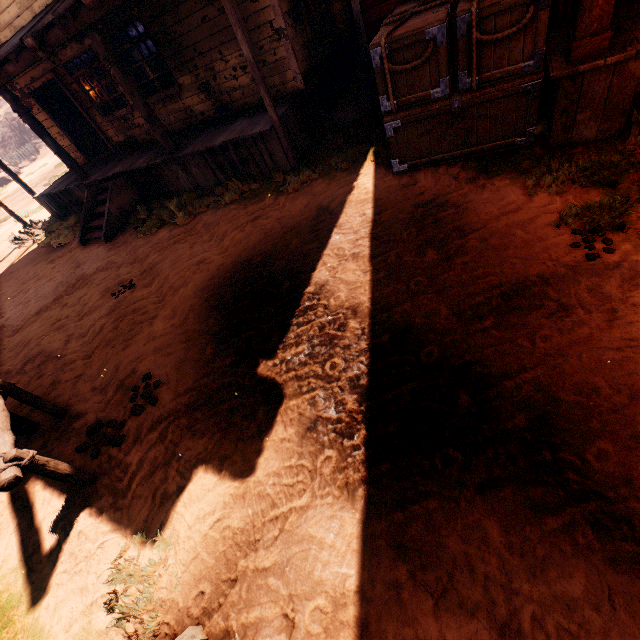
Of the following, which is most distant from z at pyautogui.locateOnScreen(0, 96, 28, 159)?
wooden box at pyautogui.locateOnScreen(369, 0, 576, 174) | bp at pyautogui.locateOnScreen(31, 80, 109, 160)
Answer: bp at pyautogui.locateOnScreen(31, 80, 109, 160)

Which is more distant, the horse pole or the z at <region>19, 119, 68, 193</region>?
the z at <region>19, 119, 68, 193</region>

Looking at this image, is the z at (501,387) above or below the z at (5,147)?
below

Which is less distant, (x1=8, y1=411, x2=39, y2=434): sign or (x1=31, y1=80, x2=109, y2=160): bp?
(x1=8, y1=411, x2=39, y2=434): sign

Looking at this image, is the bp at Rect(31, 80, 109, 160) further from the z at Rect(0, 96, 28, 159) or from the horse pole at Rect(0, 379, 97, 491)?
the horse pole at Rect(0, 379, 97, 491)

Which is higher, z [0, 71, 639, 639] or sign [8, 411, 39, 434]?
sign [8, 411, 39, 434]

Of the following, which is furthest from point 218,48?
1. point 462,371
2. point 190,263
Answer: point 462,371

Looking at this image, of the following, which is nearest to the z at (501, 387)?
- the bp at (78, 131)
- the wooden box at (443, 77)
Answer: the wooden box at (443, 77)
